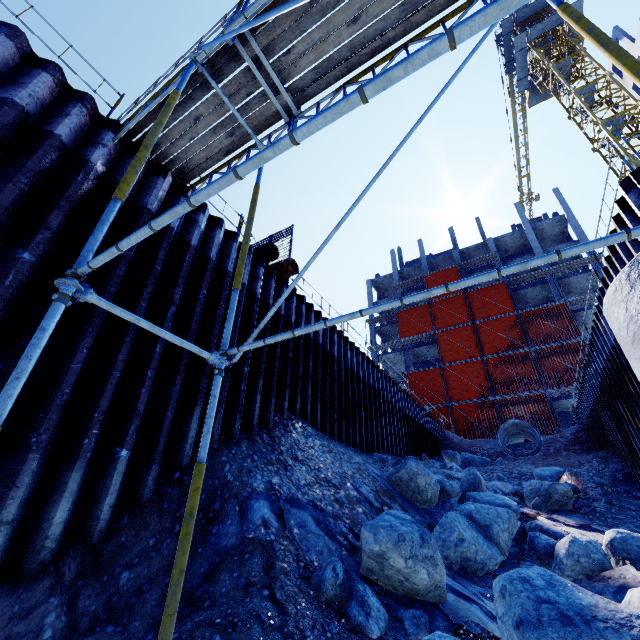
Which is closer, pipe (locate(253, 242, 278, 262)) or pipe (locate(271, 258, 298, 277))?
pipe (locate(253, 242, 278, 262))

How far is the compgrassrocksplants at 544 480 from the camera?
10.14m

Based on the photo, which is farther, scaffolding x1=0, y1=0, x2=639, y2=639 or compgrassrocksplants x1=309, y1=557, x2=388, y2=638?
compgrassrocksplants x1=309, y1=557, x2=388, y2=638

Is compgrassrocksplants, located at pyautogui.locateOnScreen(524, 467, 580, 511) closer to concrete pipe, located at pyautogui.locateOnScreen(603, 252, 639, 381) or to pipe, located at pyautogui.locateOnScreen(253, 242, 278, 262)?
concrete pipe, located at pyautogui.locateOnScreen(603, 252, 639, 381)

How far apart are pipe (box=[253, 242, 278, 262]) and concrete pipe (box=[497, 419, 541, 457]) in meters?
17.5

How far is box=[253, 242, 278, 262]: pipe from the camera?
8.6 meters

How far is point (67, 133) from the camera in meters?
4.9

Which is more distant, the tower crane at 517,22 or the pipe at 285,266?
the tower crane at 517,22
